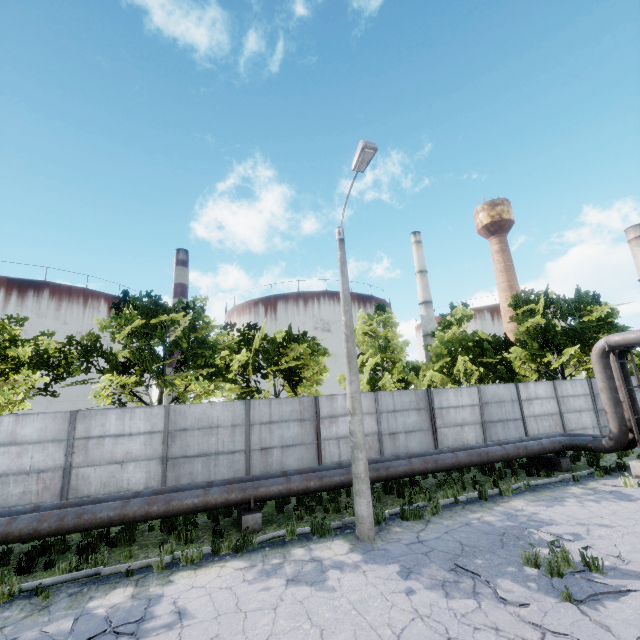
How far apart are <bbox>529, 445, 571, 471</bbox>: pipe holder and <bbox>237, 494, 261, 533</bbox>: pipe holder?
12.36m

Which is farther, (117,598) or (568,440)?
(568,440)

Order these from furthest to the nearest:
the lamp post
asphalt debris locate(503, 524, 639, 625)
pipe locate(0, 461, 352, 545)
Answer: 1. the lamp post
2. pipe locate(0, 461, 352, 545)
3. asphalt debris locate(503, 524, 639, 625)

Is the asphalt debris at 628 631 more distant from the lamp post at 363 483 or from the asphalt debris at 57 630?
the asphalt debris at 57 630

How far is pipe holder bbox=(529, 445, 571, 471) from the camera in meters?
13.4 m

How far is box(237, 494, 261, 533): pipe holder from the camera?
9.1m

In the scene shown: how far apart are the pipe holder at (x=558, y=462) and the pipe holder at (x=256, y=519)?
12.4 meters

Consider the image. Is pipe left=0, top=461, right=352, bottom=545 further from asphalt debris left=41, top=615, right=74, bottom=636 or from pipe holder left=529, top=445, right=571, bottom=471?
asphalt debris left=41, top=615, right=74, bottom=636
